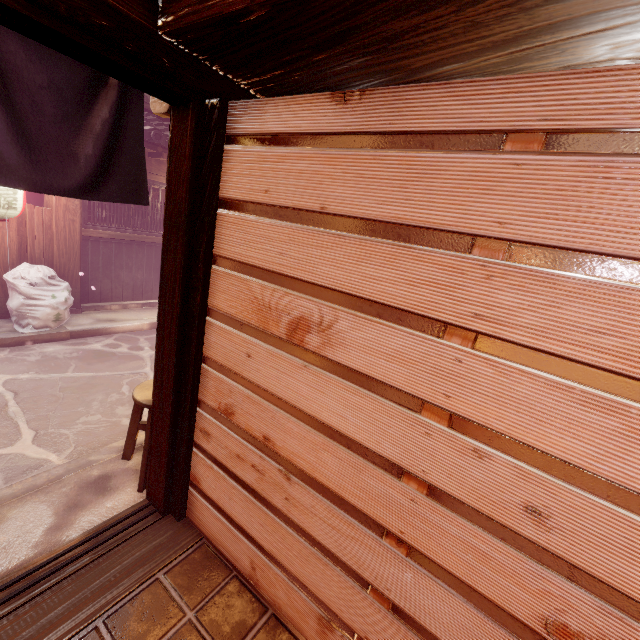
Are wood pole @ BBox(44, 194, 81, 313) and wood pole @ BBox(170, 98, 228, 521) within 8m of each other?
no

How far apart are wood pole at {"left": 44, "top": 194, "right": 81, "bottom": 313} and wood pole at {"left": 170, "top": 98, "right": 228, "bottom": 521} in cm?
948

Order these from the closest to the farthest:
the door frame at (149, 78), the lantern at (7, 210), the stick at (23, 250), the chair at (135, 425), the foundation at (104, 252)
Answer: the door frame at (149, 78) < the chair at (135, 425) < the lantern at (7, 210) < the stick at (23, 250) < the foundation at (104, 252)

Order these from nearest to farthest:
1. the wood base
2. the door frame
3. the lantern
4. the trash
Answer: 1. the door frame
2. the wood base
3. the lantern
4. the trash

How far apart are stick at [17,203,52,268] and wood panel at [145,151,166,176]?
2.03m

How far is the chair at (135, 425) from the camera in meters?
4.6 m

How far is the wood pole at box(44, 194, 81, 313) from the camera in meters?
9.9

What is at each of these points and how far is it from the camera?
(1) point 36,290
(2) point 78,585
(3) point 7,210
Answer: (1) trash, 9.0m
(2) wood bar, 3.4m
(3) lantern, 7.7m
